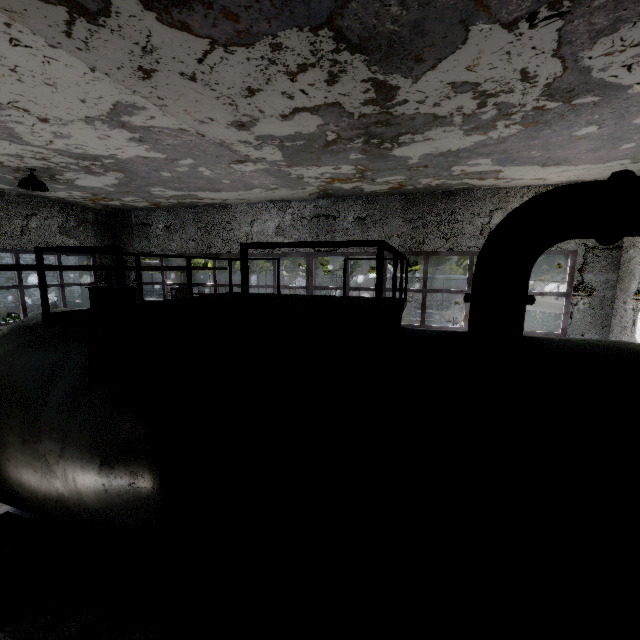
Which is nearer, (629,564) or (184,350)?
(629,564)

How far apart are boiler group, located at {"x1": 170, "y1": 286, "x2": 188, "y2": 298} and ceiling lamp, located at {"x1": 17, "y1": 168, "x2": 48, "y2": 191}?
5.2 meters

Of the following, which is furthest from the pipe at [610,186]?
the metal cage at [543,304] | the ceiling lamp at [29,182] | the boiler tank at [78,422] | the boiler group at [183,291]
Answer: the metal cage at [543,304]

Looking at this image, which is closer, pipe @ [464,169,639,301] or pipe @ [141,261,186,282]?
pipe @ [464,169,639,301]

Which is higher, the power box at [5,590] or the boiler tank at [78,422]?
the boiler tank at [78,422]

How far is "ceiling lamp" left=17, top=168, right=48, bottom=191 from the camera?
7.7 meters

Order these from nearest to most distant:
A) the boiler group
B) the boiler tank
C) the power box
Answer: the boiler tank → the power box → the boiler group

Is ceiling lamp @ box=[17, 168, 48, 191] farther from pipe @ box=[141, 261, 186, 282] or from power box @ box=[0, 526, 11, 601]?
pipe @ box=[141, 261, 186, 282]
